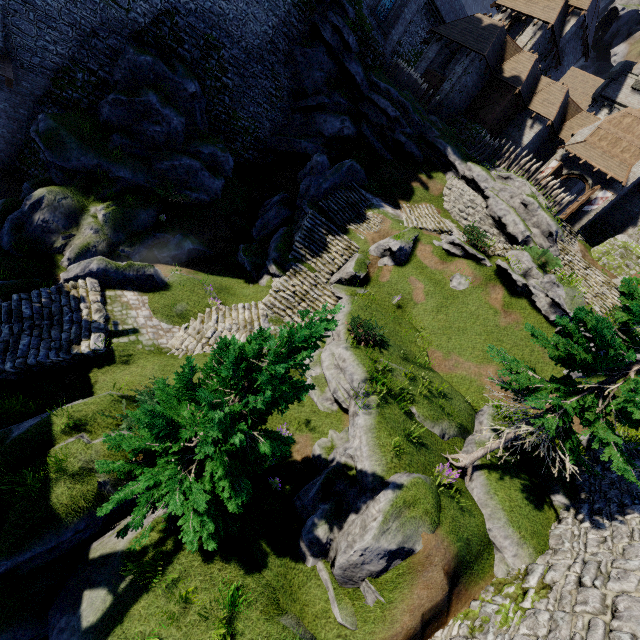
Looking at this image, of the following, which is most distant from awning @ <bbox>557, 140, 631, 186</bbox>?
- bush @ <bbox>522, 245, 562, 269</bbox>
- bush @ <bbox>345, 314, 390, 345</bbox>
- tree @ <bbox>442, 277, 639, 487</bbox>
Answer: bush @ <bbox>345, 314, 390, 345</bbox>

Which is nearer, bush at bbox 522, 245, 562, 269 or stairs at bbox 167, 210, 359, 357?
stairs at bbox 167, 210, 359, 357

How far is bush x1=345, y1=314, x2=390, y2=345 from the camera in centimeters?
1384cm

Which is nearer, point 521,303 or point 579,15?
point 521,303

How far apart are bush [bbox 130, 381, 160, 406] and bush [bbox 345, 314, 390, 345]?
Result: 7.11m

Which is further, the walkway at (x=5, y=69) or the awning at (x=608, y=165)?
the awning at (x=608, y=165)

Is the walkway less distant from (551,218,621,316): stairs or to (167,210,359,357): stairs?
Answer: (167,210,359,357): stairs

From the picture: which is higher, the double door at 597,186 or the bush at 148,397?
the double door at 597,186
